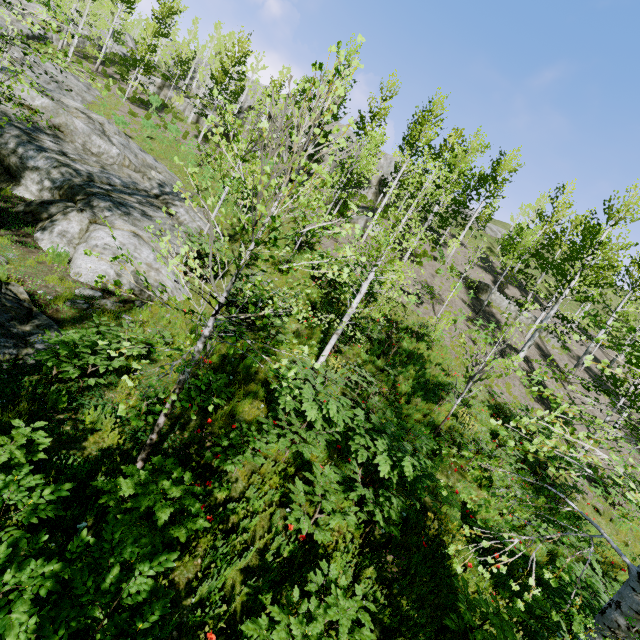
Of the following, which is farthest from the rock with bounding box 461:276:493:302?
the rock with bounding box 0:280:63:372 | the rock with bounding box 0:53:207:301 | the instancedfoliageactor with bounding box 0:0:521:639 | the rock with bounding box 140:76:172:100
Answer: the rock with bounding box 0:280:63:372

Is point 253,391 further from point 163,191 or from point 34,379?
point 163,191

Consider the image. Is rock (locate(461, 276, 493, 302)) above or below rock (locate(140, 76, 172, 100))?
below

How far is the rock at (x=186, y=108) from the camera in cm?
Result: 3450

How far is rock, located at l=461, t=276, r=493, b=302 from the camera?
25.0m

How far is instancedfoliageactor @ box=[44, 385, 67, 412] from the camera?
4.76m

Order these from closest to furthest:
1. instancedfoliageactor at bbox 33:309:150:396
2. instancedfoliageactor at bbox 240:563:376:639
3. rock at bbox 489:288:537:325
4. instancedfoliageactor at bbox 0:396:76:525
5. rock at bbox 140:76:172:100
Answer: instancedfoliageactor at bbox 0:396:76:525 → instancedfoliageactor at bbox 240:563:376:639 → instancedfoliageactor at bbox 33:309:150:396 → rock at bbox 489:288:537:325 → rock at bbox 140:76:172:100

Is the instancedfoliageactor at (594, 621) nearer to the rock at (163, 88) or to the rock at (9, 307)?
the rock at (163, 88)
